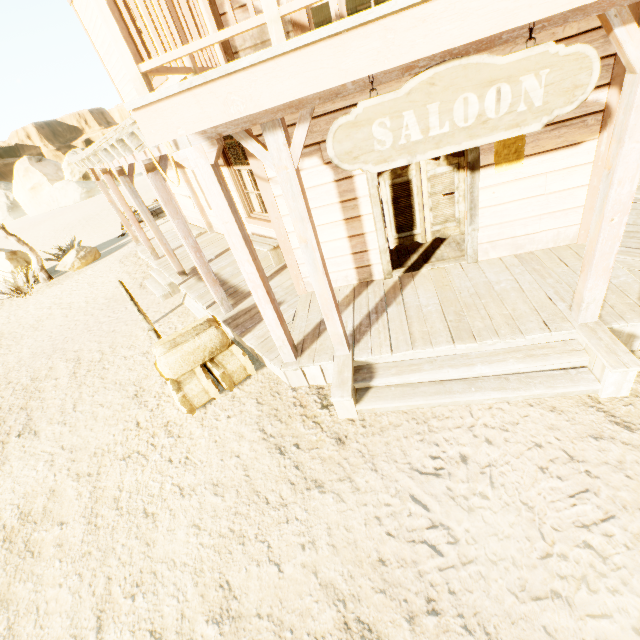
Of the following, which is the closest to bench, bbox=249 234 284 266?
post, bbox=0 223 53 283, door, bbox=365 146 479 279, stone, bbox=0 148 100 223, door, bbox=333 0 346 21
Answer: door, bbox=365 146 479 279

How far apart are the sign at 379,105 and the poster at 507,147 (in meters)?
1.85

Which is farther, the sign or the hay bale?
the hay bale

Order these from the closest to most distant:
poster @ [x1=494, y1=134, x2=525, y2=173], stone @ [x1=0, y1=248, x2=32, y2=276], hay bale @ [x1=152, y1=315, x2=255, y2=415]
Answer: poster @ [x1=494, y1=134, x2=525, y2=173] < hay bale @ [x1=152, y1=315, x2=255, y2=415] < stone @ [x1=0, y1=248, x2=32, y2=276]

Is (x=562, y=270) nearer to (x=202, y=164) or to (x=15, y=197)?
(x=202, y=164)

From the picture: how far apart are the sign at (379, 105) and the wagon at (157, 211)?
15.8m

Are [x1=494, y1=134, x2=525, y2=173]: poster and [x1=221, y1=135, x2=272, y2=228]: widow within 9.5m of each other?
yes

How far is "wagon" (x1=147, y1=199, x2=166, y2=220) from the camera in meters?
15.9 m
